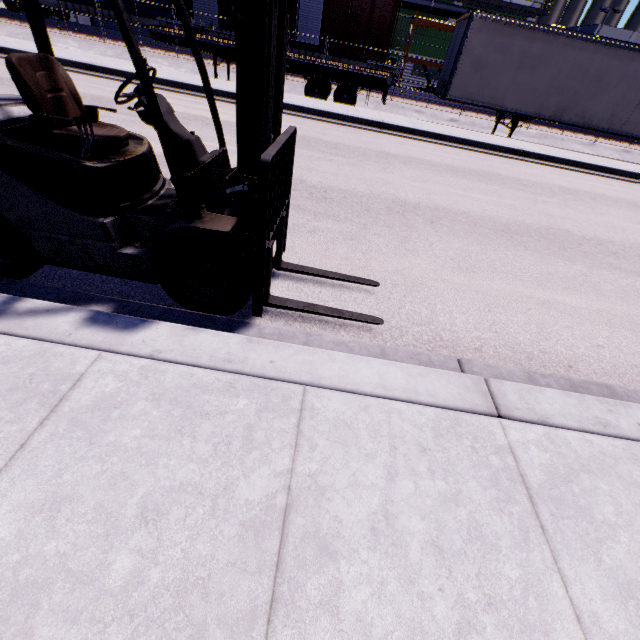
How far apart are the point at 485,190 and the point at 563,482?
7.16m

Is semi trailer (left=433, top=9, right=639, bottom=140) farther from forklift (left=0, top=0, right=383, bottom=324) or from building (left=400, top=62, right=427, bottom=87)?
forklift (left=0, top=0, right=383, bottom=324)

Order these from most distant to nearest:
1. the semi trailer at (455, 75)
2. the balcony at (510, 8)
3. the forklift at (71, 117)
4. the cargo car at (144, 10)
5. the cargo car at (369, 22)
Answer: the balcony at (510, 8)
the cargo car at (144, 10)
the cargo car at (369, 22)
the semi trailer at (455, 75)
the forklift at (71, 117)

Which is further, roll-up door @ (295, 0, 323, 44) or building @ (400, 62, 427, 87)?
building @ (400, 62, 427, 87)

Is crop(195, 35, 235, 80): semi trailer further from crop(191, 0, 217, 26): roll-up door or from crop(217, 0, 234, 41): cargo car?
crop(191, 0, 217, 26): roll-up door

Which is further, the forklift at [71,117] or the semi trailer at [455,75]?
the semi trailer at [455,75]

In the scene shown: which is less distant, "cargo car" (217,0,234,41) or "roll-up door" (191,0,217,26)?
"cargo car" (217,0,234,41)

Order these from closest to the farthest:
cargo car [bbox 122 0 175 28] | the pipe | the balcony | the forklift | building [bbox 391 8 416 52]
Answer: the forklift < cargo car [bbox 122 0 175 28] < building [bbox 391 8 416 52] < the balcony < the pipe
